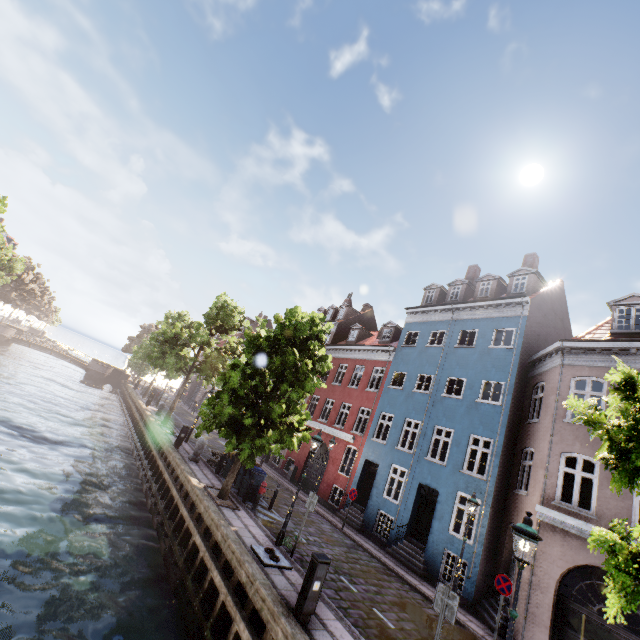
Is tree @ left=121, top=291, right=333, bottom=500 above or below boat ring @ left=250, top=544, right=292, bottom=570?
above

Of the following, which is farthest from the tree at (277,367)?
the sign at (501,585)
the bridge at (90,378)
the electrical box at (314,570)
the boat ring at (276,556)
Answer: the sign at (501,585)

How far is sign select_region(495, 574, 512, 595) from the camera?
10.2m

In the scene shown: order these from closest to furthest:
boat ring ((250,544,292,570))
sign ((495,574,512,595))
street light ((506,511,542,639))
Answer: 1. street light ((506,511,542,639))
2. boat ring ((250,544,292,570))
3. sign ((495,574,512,595))

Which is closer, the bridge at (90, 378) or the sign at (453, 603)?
the sign at (453, 603)

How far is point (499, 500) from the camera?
13.9 meters

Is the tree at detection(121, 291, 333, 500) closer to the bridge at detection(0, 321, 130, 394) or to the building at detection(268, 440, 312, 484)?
the bridge at detection(0, 321, 130, 394)

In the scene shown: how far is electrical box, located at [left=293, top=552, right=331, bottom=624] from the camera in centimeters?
696cm
